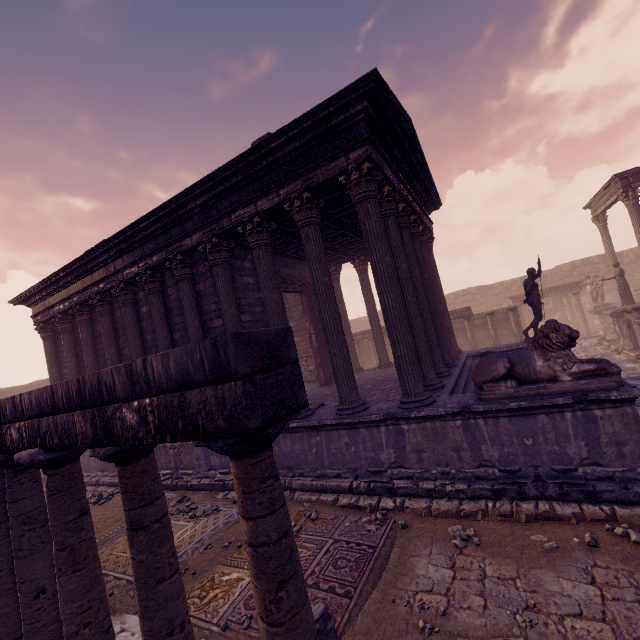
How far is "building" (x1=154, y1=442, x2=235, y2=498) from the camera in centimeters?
821cm

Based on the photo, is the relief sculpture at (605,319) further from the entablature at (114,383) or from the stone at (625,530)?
the entablature at (114,383)

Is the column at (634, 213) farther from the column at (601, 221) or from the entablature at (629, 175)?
the column at (601, 221)

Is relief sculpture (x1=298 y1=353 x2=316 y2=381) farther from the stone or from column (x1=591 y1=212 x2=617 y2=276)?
column (x1=591 y1=212 x2=617 y2=276)

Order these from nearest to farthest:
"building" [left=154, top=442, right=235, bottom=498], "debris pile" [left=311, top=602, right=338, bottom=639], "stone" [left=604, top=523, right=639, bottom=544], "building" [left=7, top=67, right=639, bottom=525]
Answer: "debris pile" [left=311, top=602, right=338, bottom=639]
"stone" [left=604, top=523, right=639, bottom=544]
"building" [left=7, top=67, right=639, bottom=525]
"building" [left=154, top=442, right=235, bottom=498]

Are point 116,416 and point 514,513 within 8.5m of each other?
yes

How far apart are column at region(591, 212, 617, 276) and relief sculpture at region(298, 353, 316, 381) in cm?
1882

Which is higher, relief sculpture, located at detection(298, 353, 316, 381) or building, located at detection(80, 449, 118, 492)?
relief sculpture, located at detection(298, 353, 316, 381)
